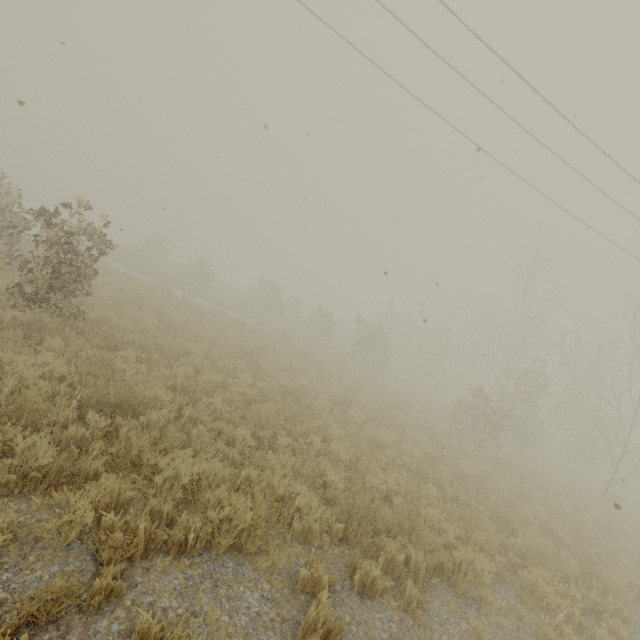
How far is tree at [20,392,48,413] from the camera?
4.5m

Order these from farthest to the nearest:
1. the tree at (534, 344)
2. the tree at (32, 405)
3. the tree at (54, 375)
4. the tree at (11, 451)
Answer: the tree at (534, 344) → the tree at (54, 375) → the tree at (32, 405) → the tree at (11, 451)

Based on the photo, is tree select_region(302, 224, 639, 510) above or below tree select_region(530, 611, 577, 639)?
above

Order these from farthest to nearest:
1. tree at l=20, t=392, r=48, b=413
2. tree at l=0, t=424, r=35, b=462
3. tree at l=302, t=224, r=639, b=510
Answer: tree at l=302, t=224, r=639, b=510 → tree at l=20, t=392, r=48, b=413 → tree at l=0, t=424, r=35, b=462

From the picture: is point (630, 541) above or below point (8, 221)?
below

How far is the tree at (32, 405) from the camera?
4.5m

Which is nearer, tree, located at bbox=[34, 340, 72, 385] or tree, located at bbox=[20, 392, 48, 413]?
tree, located at bbox=[20, 392, 48, 413]
